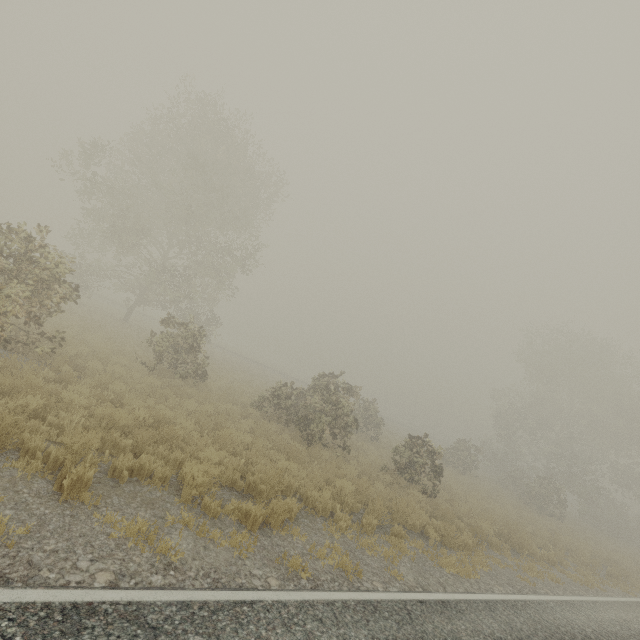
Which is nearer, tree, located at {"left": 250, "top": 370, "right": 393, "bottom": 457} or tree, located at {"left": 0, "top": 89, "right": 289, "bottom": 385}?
tree, located at {"left": 0, "top": 89, "right": 289, "bottom": 385}

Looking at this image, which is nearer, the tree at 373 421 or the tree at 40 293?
the tree at 40 293

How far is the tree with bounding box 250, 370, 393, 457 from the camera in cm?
1397

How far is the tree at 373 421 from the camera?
14.0 meters

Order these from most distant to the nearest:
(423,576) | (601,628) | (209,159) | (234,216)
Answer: (209,159) → (234,216) → (601,628) → (423,576)
